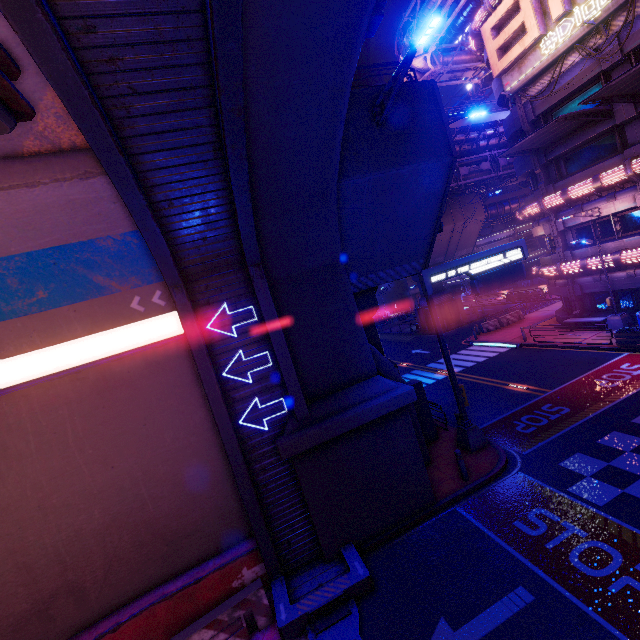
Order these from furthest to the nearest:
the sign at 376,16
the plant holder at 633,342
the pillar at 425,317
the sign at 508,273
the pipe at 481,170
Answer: the pillar at 425,317 < the pipe at 481,170 < the plant holder at 633,342 < the sign at 508,273 < the sign at 376,16

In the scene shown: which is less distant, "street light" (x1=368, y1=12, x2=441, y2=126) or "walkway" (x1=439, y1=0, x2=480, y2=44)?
"street light" (x1=368, y1=12, x2=441, y2=126)

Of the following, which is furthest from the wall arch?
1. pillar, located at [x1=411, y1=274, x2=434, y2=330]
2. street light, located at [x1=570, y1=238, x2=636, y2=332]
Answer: pillar, located at [x1=411, y1=274, x2=434, y2=330]

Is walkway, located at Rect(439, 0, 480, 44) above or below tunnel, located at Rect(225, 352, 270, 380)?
above

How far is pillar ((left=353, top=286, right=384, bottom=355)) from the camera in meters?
13.8 m

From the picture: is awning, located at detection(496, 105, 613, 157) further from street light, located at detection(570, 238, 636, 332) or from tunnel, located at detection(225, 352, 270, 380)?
tunnel, located at detection(225, 352, 270, 380)

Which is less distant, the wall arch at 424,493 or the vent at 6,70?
the vent at 6,70

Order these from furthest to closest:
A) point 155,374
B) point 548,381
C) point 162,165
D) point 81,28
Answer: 1. point 548,381
2. point 155,374
3. point 162,165
4. point 81,28
